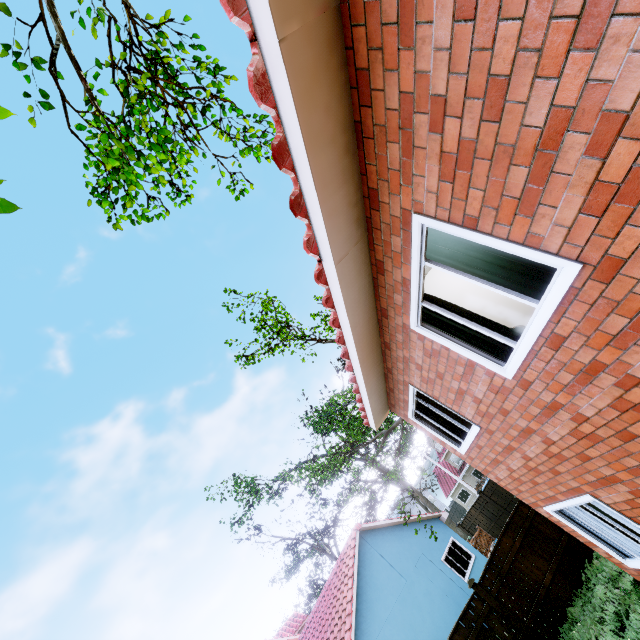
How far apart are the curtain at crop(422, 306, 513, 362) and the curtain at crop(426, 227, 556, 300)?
0.59m

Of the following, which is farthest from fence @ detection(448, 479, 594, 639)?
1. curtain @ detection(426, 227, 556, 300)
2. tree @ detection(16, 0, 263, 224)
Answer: curtain @ detection(426, 227, 556, 300)

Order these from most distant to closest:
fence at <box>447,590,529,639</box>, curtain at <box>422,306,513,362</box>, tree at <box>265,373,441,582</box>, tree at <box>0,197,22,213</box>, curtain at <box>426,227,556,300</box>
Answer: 1. tree at <box>265,373,441,582</box>
2. fence at <box>447,590,529,639</box>
3. curtain at <box>422,306,513,362</box>
4. curtain at <box>426,227,556,300</box>
5. tree at <box>0,197,22,213</box>

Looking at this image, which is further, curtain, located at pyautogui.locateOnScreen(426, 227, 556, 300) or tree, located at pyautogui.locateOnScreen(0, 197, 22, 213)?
curtain, located at pyautogui.locateOnScreen(426, 227, 556, 300)

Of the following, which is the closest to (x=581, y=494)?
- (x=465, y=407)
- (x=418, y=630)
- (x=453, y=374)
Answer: (x=465, y=407)

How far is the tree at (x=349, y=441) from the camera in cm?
1430

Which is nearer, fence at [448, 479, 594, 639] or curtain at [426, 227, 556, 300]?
curtain at [426, 227, 556, 300]

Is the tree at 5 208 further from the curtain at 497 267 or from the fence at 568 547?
the curtain at 497 267
